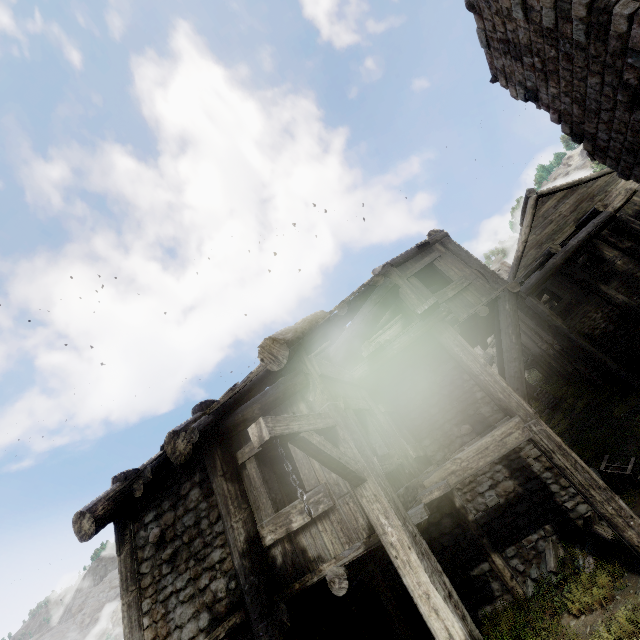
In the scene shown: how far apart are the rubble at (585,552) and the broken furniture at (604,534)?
0.1m

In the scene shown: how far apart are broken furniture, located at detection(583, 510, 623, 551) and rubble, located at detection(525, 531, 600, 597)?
0.1 meters

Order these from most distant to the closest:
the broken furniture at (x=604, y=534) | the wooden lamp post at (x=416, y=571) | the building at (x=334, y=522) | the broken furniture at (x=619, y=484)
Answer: the broken furniture at (x=619, y=484) < the broken furniture at (x=604, y=534) < the building at (x=334, y=522) < the wooden lamp post at (x=416, y=571)

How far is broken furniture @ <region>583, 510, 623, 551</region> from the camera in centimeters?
595cm

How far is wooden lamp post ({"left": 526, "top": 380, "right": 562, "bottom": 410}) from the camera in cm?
1850

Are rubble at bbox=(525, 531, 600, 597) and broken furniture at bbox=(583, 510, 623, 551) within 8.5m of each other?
yes

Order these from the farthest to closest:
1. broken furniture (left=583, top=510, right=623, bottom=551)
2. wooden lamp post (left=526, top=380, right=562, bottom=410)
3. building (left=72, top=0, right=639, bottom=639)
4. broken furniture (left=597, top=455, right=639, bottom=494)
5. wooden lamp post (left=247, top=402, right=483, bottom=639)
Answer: wooden lamp post (left=526, top=380, right=562, bottom=410) < broken furniture (left=597, top=455, right=639, bottom=494) < broken furniture (left=583, top=510, right=623, bottom=551) < building (left=72, top=0, right=639, bottom=639) < wooden lamp post (left=247, top=402, right=483, bottom=639)

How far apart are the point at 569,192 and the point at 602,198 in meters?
1.4
